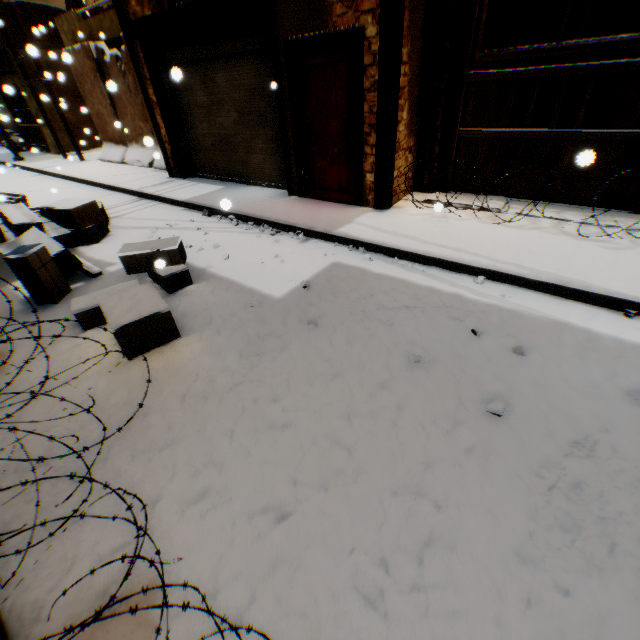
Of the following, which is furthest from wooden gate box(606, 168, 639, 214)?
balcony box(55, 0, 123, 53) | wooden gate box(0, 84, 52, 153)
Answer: wooden gate box(0, 84, 52, 153)

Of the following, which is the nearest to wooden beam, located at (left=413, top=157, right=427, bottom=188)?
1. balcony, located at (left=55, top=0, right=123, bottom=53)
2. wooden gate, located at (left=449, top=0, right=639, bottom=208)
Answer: wooden gate, located at (left=449, top=0, right=639, bottom=208)

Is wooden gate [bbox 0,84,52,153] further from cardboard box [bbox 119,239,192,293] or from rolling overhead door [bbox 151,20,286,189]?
rolling overhead door [bbox 151,20,286,189]

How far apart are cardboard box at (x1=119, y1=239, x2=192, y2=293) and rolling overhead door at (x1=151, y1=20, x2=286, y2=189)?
A: 0.1m

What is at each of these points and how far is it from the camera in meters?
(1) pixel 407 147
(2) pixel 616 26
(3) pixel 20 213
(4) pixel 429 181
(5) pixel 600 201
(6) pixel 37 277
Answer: (1) building, 5.7
(2) building, 7.5
(3) cardboard box, 5.0
(4) building, 6.2
(5) wooden gate, 4.9
(6) cardboard box, 4.0

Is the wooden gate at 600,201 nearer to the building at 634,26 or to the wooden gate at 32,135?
the building at 634,26

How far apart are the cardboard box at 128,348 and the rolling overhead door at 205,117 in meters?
0.1

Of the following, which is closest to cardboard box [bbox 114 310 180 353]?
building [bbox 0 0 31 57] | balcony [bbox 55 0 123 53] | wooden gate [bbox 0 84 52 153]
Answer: building [bbox 0 0 31 57]
